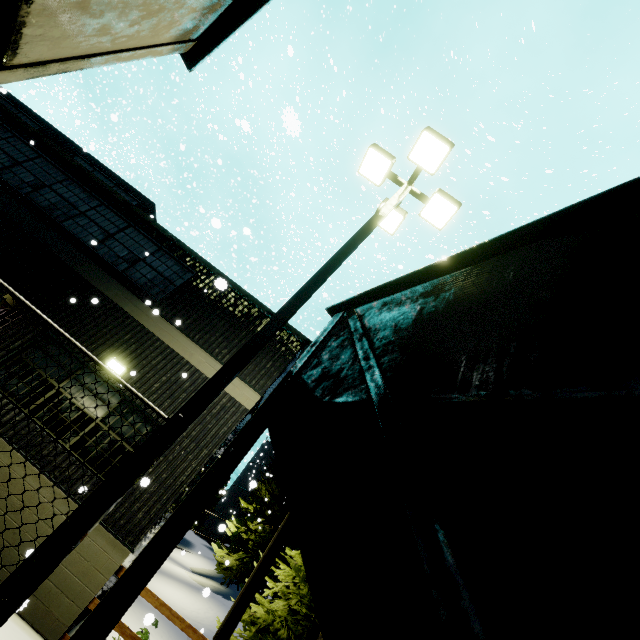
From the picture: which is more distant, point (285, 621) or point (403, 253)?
point (403, 253)

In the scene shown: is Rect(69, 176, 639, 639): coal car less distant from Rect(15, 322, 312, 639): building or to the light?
Rect(15, 322, 312, 639): building

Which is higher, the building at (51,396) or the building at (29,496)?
the building at (51,396)

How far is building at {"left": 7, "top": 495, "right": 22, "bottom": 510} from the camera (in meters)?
6.01

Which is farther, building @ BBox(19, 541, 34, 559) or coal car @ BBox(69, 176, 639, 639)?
building @ BBox(19, 541, 34, 559)

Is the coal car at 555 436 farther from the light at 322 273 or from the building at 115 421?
the light at 322 273

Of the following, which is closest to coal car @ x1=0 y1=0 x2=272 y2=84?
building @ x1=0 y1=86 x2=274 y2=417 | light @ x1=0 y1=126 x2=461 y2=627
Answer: building @ x1=0 y1=86 x2=274 y2=417

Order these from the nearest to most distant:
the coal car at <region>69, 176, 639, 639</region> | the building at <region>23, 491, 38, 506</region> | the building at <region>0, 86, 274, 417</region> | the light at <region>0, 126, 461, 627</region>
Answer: the coal car at <region>69, 176, 639, 639</region> < the light at <region>0, 126, 461, 627</region> < the building at <region>23, 491, 38, 506</region> < the building at <region>0, 86, 274, 417</region>
